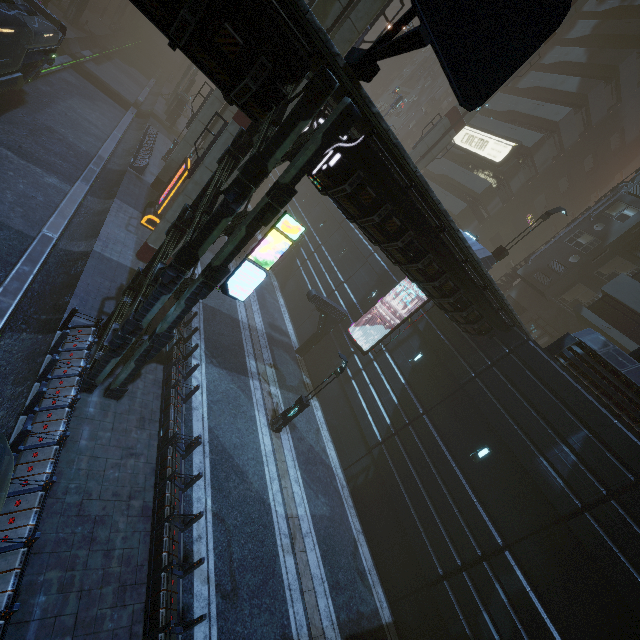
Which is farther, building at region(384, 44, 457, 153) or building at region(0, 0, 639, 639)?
Answer: building at region(384, 44, 457, 153)

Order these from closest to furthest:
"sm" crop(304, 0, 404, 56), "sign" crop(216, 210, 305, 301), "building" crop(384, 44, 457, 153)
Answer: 1. "sign" crop(216, 210, 305, 301)
2. "sm" crop(304, 0, 404, 56)
3. "building" crop(384, 44, 457, 153)

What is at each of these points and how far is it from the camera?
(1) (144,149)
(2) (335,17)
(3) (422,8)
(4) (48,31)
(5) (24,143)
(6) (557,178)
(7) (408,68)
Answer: (1) building, 29.1 meters
(2) sm, 13.7 meters
(3) sign, 4.5 meters
(4) train, 21.8 meters
(5) train rail, 19.7 meters
(6) building, 35.5 meters
(7) building, 59.3 meters

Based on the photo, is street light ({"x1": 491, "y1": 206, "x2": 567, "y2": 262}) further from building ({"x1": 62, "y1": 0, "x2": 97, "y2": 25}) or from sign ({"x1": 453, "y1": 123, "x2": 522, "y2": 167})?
sign ({"x1": 453, "y1": 123, "x2": 522, "y2": 167})

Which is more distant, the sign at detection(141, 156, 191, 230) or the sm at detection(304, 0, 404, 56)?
the sign at detection(141, 156, 191, 230)

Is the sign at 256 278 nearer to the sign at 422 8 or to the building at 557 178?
the building at 557 178

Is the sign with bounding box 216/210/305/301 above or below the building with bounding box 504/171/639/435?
below

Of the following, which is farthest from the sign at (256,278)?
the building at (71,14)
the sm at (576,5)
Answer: the sm at (576,5)
